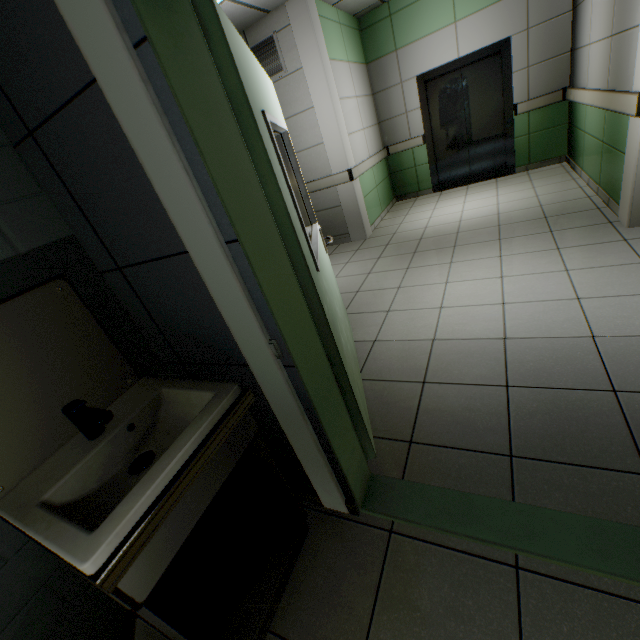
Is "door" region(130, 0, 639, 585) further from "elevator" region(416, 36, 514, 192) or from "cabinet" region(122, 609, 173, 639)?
"elevator" region(416, 36, 514, 192)

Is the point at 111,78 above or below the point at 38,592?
above

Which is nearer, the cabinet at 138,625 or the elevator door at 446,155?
the cabinet at 138,625

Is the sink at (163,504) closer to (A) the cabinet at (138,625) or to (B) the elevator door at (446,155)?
(A) the cabinet at (138,625)

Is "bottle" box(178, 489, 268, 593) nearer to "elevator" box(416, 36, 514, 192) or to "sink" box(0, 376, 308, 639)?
"sink" box(0, 376, 308, 639)

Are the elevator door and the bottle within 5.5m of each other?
no

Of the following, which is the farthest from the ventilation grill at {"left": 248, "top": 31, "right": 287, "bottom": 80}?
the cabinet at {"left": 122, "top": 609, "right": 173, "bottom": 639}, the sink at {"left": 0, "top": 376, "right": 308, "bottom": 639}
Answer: the cabinet at {"left": 122, "top": 609, "right": 173, "bottom": 639}

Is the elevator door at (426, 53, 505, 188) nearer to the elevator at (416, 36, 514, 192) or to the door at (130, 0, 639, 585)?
the elevator at (416, 36, 514, 192)
